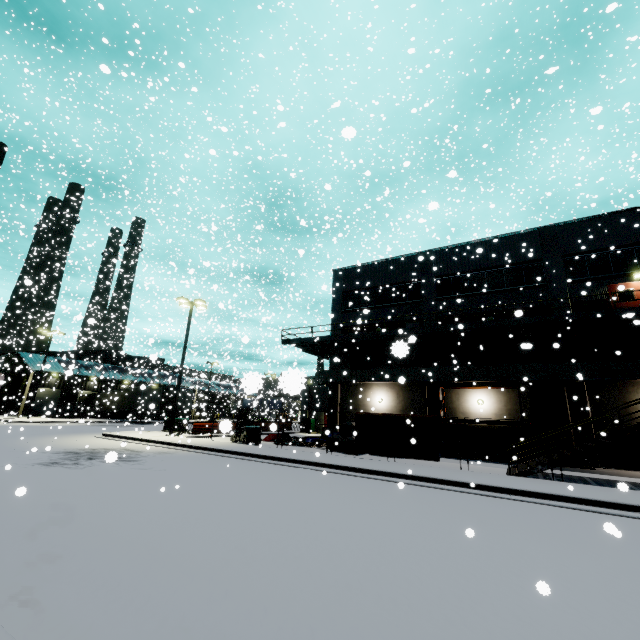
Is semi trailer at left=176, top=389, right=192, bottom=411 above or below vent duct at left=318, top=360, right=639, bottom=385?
below

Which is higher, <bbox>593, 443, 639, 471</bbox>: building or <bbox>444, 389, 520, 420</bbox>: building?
<bbox>444, 389, 520, 420</bbox>: building

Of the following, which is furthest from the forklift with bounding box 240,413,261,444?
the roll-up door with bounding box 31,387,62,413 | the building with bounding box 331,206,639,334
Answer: the roll-up door with bounding box 31,387,62,413

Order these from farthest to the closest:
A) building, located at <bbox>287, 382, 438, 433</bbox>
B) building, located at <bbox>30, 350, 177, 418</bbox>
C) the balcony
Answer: building, located at <bbox>30, 350, 177, 418</bbox> → building, located at <bbox>287, 382, 438, 433</bbox> → the balcony

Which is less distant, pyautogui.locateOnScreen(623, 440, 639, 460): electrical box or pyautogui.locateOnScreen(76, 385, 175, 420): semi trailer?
pyautogui.locateOnScreen(623, 440, 639, 460): electrical box

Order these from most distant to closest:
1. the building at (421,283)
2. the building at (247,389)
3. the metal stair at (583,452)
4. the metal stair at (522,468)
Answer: the building at (421,283) → the metal stair at (522,468) → the metal stair at (583,452) → the building at (247,389)

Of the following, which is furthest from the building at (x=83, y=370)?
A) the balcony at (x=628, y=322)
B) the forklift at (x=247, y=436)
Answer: the forklift at (x=247, y=436)

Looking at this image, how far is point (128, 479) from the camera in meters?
10.1
